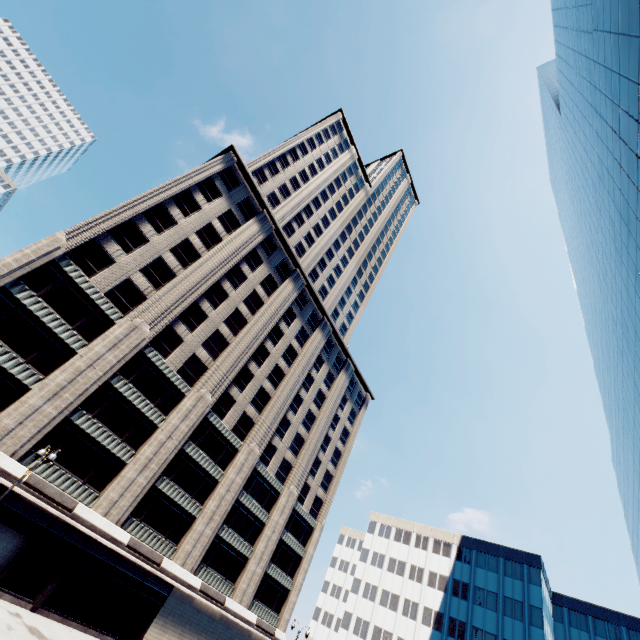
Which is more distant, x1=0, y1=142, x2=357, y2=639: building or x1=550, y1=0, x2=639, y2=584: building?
x1=0, y1=142, x2=357, y2=639: building

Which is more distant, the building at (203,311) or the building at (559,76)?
the building at (203,311)

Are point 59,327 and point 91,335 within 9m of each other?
yes
